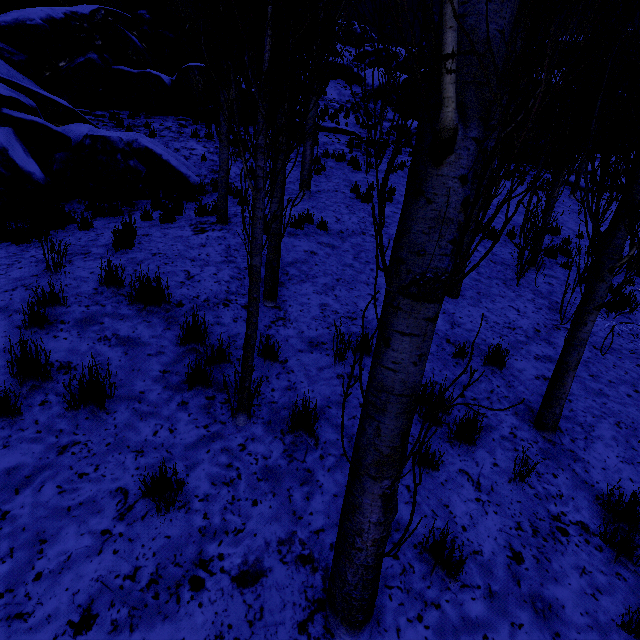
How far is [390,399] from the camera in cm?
150

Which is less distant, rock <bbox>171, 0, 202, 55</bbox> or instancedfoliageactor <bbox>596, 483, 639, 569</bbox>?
instancedfoliageactor <bbox>596, 483, 639, 569</bbox>

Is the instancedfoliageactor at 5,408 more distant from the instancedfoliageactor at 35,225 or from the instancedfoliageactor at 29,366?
the instancedfoliageactor at 35,225

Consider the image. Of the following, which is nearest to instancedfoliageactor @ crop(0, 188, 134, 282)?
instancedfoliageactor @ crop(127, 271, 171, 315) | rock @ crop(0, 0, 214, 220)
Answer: rock @ crop(0, 0, 214, 220)

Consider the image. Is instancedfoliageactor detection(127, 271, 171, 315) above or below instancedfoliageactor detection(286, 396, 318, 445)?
above

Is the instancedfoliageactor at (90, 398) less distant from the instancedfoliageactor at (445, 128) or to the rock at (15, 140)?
the instancedfoliageactor at (445, 128)

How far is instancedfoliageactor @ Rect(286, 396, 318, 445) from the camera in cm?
300
